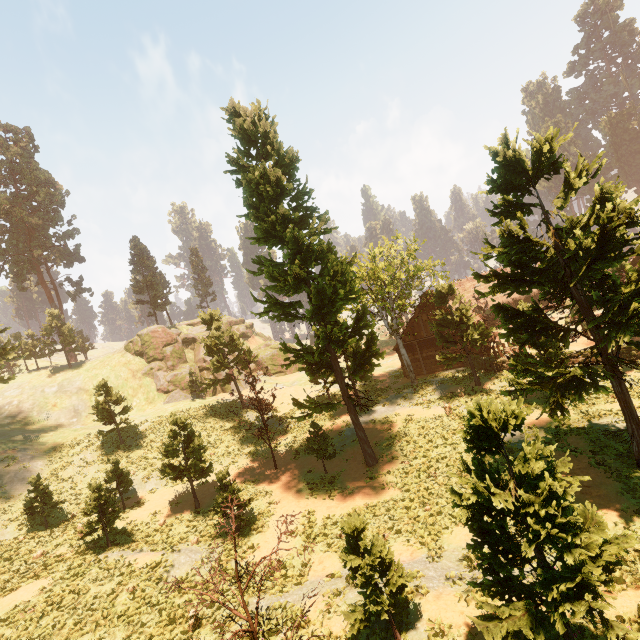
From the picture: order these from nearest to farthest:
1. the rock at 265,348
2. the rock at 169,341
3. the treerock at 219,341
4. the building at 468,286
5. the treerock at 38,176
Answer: the treerock at 219,341, the rock at 169,341, the treerock at 38,176, the building at 468,286, the rock at 265,348

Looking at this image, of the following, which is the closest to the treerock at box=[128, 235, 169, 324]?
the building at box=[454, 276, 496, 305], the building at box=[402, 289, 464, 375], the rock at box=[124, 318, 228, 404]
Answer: the building at box=[454, 276, 496, 305]

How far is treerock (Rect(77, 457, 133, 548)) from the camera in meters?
17.0 m

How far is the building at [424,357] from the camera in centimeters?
3244cm

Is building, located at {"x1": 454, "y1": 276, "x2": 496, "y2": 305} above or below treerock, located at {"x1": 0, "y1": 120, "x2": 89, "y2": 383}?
below

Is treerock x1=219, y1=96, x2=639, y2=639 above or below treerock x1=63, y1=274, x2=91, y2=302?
below

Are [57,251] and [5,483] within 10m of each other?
no
